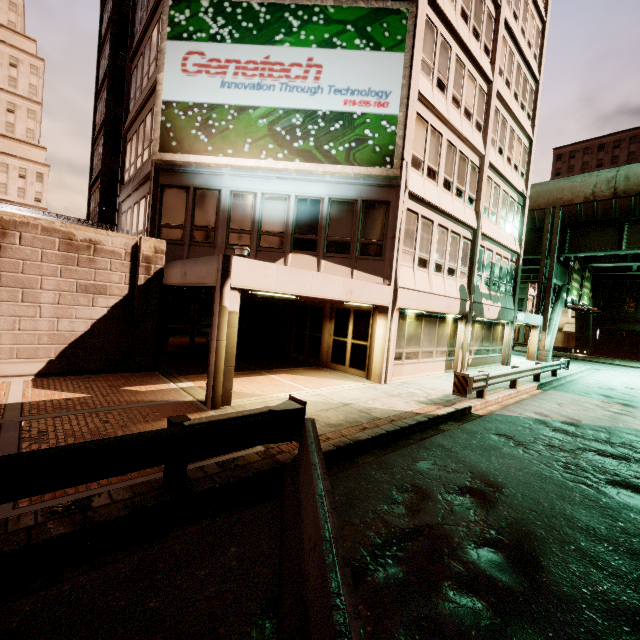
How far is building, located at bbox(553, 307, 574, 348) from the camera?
51.09m

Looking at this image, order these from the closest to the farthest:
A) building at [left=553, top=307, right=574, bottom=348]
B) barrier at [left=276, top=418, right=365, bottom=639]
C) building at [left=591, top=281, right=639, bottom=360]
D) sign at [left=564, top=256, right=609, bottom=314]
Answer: barrier at [left=276, top=418, right=365, bottom=639]
sign at [left=564, top=256, right=609, bottom=314]
building at [left=591, top=281, right=639, bottom=360]
building at [left=553, top=307, right=574, bottom=348]

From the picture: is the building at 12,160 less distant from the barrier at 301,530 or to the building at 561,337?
the barrier at 301,530

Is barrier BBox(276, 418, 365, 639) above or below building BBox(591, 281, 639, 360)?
below

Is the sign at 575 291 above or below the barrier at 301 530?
above

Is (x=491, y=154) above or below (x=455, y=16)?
below

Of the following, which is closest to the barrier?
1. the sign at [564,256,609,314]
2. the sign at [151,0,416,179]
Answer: the sign at [151,0,416,179]

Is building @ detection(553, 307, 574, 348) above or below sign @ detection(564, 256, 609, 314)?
below
